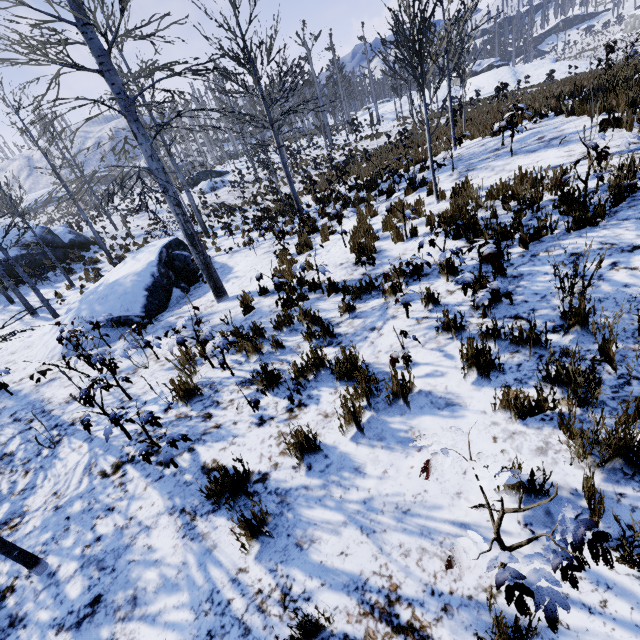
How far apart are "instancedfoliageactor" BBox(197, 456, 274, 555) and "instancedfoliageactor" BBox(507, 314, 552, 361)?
2.76m

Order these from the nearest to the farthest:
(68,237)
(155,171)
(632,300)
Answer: (632,300) → (155,171) → (68,237)

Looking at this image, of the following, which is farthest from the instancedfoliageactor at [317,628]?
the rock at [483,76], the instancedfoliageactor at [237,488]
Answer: the rock at [483,76]

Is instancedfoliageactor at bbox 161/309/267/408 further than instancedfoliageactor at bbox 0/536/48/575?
Yes

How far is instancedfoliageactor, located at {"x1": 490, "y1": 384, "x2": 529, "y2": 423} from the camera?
2.5 meters

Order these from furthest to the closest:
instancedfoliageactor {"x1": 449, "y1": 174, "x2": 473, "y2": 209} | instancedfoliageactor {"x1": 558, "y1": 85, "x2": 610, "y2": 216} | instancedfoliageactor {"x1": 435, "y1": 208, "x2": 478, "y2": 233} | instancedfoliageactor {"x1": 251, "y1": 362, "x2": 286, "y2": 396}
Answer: instancedfoliageactor {"x1": 449, "y1": 174, "x2": 473, "y2": 209} < instancedfoliageactor {"x1": 435, "y1": 208, "x2": 478, "y2": 233} < instancedfoliageactor {"x1": 558, "y1": 85, "x2": 610, "y2": 216} < instancedfoliageactor {"x1": 251, "y1": 362, "x2": 286, "y2": 396}

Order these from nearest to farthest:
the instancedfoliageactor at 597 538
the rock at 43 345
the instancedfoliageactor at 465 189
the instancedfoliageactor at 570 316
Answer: the instancedfoliageactor at 597 538 → the instancedfoliageactor at 570 316 → the instancedfoliageactor at 465 189 → the rock at 43 345

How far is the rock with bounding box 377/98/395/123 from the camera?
42.31m
